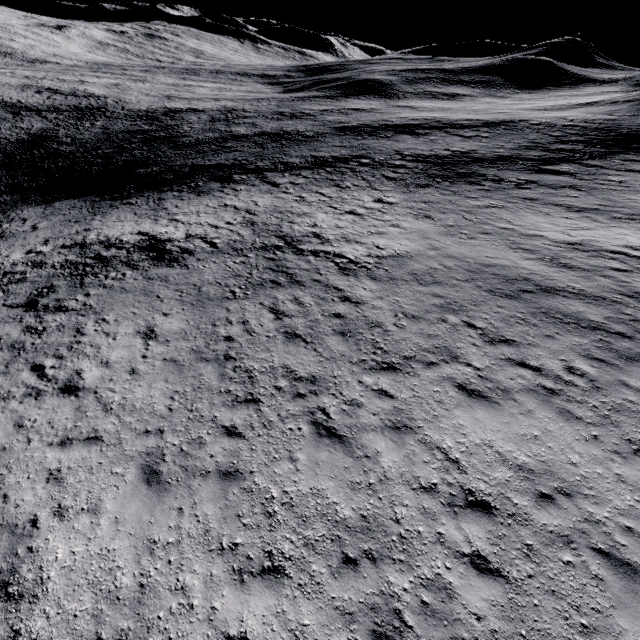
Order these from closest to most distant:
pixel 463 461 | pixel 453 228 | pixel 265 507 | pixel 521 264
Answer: pixel 265 507, pixel 463 461, pixel 521 264, pixel 453 228
